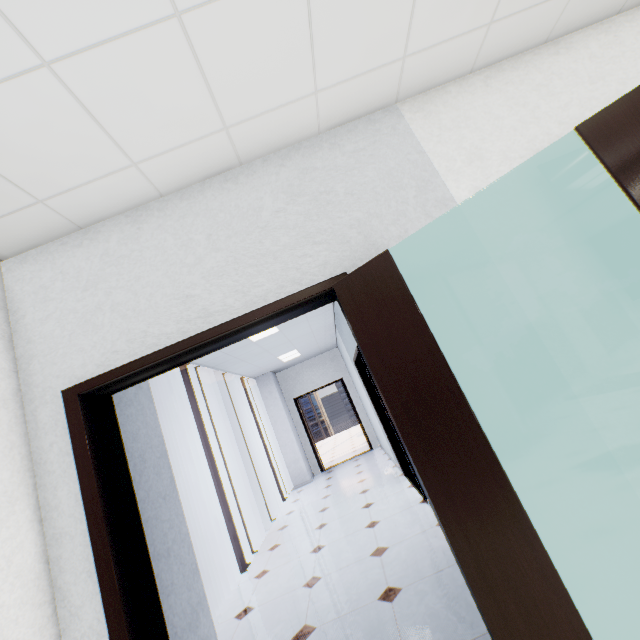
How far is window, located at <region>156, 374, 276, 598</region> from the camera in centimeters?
510cm

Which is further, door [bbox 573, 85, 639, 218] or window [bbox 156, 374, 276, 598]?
window [bbox 156, 374, 276, 598]

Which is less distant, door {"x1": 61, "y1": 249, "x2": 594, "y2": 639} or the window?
door {"x1": 61, "y1": 249, "x2": 594, "y2": 639}

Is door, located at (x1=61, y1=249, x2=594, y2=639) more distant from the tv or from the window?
the window

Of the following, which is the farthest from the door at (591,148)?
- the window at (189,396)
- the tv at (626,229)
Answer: the window at (189,396)

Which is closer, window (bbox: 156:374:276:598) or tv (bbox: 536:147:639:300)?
tv (bbox: 536:147:639:300)

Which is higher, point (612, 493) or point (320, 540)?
point (612, 493)

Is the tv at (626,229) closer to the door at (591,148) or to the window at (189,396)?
the door at (591,148)
